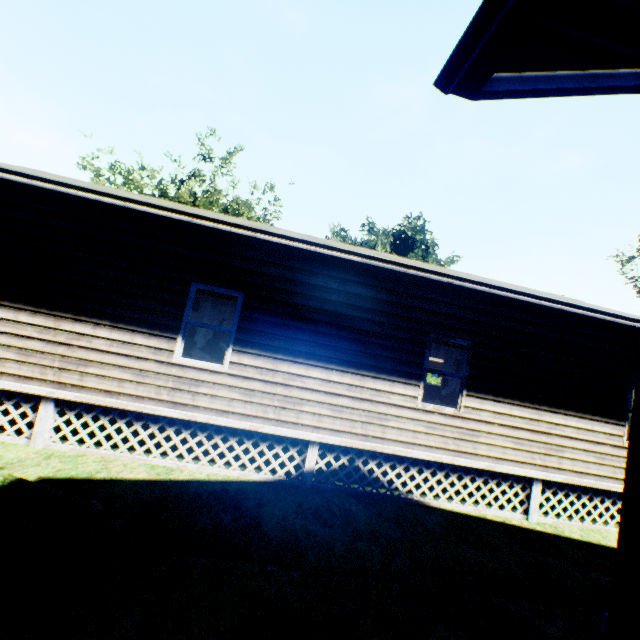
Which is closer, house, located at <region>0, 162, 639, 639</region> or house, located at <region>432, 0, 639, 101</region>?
house, located at <region>432, 0, 639, 101</region>

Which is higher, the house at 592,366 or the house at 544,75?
the house at 544,75

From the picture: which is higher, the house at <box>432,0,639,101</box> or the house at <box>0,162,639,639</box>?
the house at <box>432,0,639,101</box>

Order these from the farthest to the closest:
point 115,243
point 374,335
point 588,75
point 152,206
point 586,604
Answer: point 374,335, point 115,243, point 152,206, point 586,604, point 588,75

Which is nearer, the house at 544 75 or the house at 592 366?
the house at 544 75
